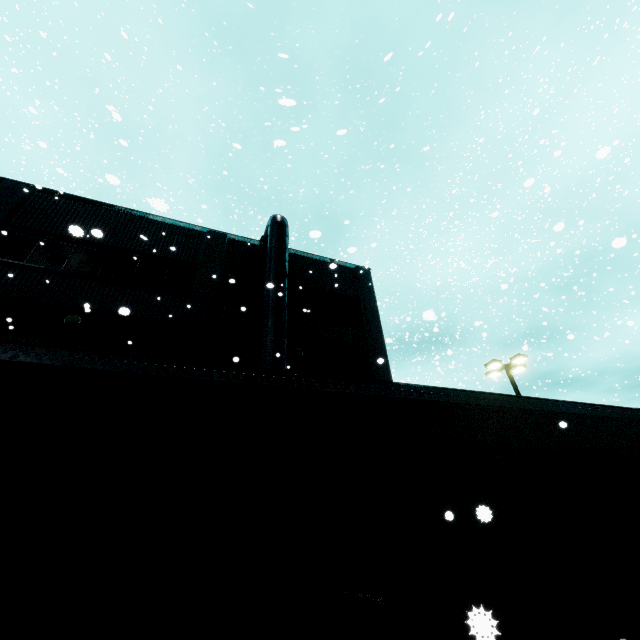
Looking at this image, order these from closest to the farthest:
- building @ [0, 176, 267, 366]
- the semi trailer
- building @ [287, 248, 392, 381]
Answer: the semi trailer < building @ [0, 176, 267, 366] < building @ [287, 248, 392, 381]

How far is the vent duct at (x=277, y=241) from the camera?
10.97m

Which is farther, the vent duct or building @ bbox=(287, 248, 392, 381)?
building @ bbox=(287, 248, 392, 381)

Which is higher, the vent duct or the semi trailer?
the vent duct

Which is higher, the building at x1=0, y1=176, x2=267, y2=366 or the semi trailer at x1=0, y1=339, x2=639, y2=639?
the building at x1=0, y1=176, x2=267, y2=366

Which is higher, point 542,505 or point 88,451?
point 88,451

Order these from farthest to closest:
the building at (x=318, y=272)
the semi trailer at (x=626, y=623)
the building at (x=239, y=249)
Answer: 1. the building at (x=318, y=272)
2. the building at (x=239, y=249)
3. the semi trailer at (x=626, y=623)

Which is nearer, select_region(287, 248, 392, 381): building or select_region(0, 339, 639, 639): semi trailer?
select_region(0, 339, 639, 639): semi trailer
